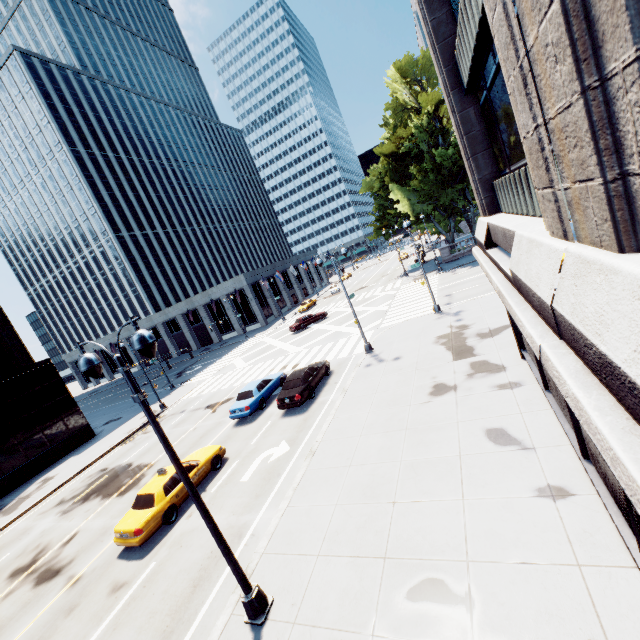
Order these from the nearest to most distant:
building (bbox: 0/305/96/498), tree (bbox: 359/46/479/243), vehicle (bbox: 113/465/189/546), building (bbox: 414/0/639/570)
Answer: building (bbox: 414/0/639/570) < vehicle (bbox: 113/465/189/546) < building (bbox: 0/305/96/498) < tree (bbox: 359/46/479/243)

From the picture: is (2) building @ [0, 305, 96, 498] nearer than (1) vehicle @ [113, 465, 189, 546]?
No

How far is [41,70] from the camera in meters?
59.4

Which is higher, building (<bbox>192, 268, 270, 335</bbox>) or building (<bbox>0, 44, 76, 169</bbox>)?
building (<bbox>0, 44, 76, 169</bbox>)

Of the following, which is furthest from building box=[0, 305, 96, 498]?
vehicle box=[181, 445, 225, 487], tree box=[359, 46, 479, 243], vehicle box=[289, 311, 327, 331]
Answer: tree box=[359, 46, 479, 243]

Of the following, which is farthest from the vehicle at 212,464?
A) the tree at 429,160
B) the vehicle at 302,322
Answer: the tree at 429,160

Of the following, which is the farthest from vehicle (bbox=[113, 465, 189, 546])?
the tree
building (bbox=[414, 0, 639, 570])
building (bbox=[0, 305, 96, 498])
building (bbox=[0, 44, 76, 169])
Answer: building (bbox=[0, 44, 76, 169])

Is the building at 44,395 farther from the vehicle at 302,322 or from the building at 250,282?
the building at 250,282
